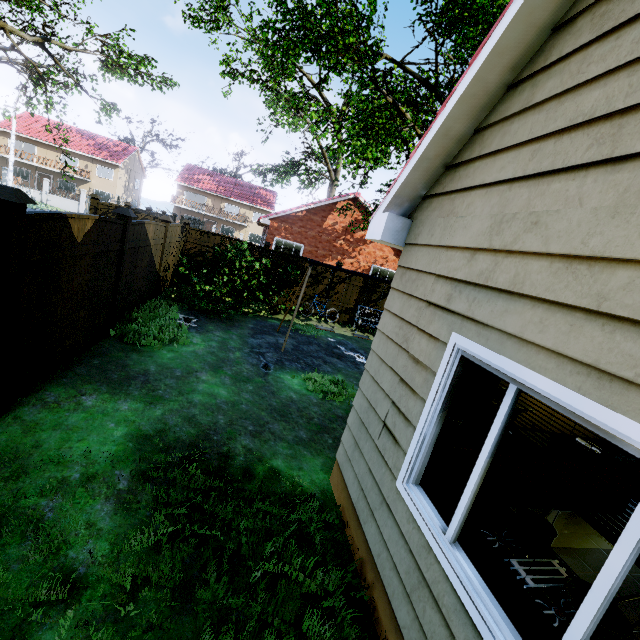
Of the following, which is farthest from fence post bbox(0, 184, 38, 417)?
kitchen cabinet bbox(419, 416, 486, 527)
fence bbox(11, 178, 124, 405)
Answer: kitchen cabinet bbox(419, 416, 486, 527)

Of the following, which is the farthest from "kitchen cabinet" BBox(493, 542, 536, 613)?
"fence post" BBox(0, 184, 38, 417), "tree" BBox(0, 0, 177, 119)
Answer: "fence post" BBox(0, 184, 38, 417)

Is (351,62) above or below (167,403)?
above

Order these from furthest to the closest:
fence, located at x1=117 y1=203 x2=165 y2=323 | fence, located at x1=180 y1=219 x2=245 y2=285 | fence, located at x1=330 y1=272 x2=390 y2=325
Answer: fence, located at x1=330 y1=272 x2=390 y2=325 → fence, located at x1=180 y1=219 x2=245 y2=285 → fence, located at x1=117 y1=203 x2=165 y2=323

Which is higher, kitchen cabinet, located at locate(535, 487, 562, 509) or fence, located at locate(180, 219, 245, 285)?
fence, located at locate(180, 219, 245, 285)

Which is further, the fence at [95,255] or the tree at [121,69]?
the tree at [121,69]

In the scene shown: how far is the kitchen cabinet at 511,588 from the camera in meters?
1.9

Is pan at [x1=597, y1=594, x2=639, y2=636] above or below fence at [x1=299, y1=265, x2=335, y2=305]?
below
